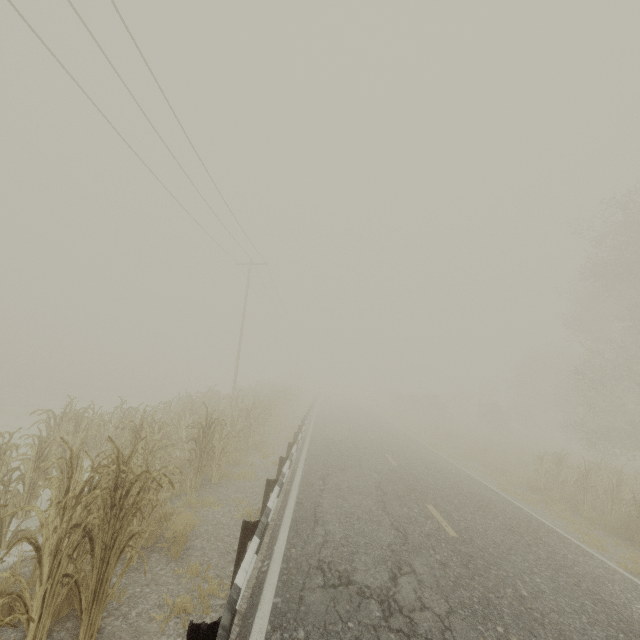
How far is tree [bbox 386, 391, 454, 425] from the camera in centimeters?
3905cm

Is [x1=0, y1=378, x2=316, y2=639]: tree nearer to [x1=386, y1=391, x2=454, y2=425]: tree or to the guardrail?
the guardrail

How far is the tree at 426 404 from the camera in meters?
39.0 m

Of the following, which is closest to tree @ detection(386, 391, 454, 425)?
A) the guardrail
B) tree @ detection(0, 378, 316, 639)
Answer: the guardrail

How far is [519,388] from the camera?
42.0 meters

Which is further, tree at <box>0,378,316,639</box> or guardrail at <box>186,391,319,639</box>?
tree at <box>0,378,316,639</box>

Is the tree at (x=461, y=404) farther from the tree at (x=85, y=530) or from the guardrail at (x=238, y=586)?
the tree at (x=85, y=530)
